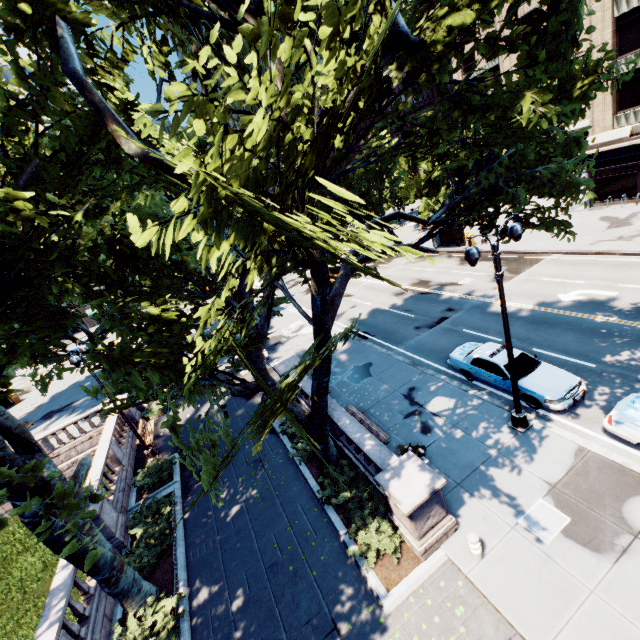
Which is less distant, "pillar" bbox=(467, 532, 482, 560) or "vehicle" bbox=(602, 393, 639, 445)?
"pillar" bbox=(467, 532, 482, 560)

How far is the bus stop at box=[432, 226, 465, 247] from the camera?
32.3m

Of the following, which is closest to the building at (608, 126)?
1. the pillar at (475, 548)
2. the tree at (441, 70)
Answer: the tree at (441, 70)

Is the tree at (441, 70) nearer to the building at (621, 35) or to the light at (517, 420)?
the light at (517, 420)

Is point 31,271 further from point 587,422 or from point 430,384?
point 587,422

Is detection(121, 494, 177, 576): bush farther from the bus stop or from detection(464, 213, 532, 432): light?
the bus stop

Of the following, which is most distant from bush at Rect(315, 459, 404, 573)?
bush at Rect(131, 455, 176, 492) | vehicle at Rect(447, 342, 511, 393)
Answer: bush at Rect(131, 455, 176, 492)

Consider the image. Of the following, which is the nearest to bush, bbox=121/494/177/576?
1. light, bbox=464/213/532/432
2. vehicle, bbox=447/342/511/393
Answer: light, bbox=464/213/532/432
